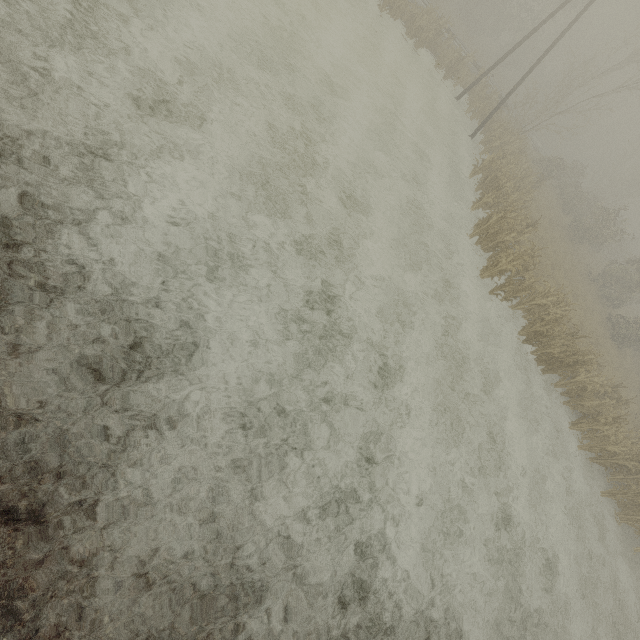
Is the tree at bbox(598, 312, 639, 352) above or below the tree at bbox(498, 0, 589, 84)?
below

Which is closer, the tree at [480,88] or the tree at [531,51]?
the tree at [480,88]

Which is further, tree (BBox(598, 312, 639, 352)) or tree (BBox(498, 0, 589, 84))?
tree (BBox(498, 0, 589, 84))

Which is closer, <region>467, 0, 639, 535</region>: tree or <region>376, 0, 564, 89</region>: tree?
<region>467, 0, 639, 535</region>: tree

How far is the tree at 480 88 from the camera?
22.2m

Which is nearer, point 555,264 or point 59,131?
point 59,131

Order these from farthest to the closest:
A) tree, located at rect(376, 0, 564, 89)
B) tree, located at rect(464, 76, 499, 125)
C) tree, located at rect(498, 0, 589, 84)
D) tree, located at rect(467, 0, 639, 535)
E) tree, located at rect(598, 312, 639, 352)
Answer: tree, located at rect(498, 0, 589, 84) → tree, located at rect(464, 76, 499, 125) → tree, located at rect(598, 312, 639, 352) → tree, located at rect(376, 0, 564, 89) → tree, located at rect(467, 0, 639, 535)
